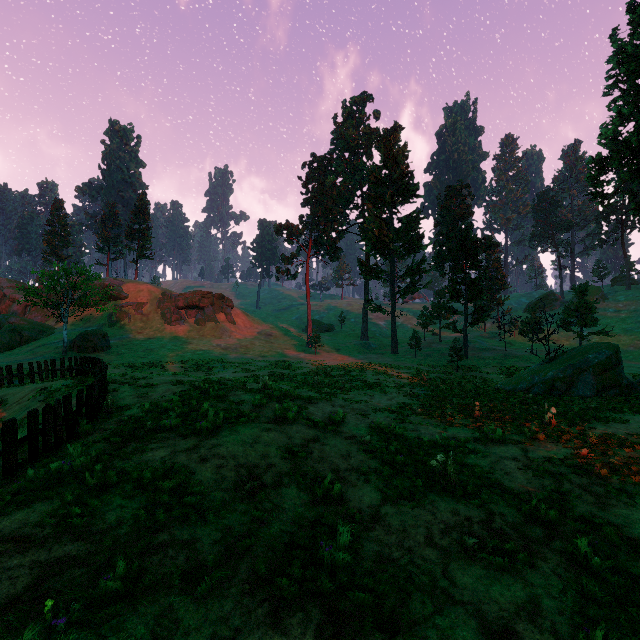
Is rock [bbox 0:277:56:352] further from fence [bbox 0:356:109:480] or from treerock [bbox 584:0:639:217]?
fence [bbox 0:356:109:480]

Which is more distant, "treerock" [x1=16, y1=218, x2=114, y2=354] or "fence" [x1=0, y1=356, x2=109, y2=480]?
"treerock" [x1=16, y1=218, x2=114, y2=354]

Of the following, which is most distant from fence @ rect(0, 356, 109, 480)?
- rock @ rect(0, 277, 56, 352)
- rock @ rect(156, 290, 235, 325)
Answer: rock @ rect(156, 290, 235, 325)

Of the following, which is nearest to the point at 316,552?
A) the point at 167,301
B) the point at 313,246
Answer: the point at 313,246

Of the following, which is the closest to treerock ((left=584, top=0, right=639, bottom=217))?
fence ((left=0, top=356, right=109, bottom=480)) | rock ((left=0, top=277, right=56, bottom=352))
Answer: rock ((left=0, top=277, right=56, bottom=352))

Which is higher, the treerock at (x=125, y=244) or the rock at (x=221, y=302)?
the treerock at (x=125, y=244)

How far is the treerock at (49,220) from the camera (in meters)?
33.28

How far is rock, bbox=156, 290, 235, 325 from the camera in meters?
51.0
